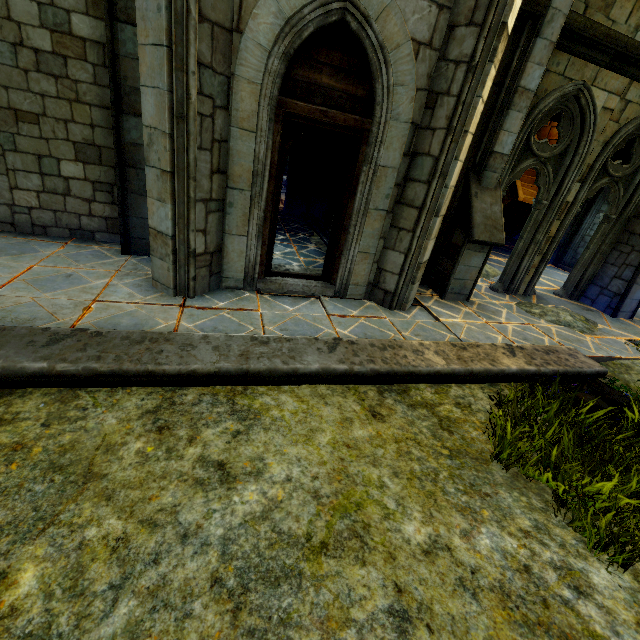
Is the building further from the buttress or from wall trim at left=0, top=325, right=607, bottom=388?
the buttress

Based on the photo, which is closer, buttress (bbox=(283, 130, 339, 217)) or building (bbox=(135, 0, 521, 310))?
building (bbox=(135, 0, 521, 310))

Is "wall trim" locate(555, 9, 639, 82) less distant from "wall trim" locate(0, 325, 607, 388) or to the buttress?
"wall trim" locate(0, 325, 607, 388)

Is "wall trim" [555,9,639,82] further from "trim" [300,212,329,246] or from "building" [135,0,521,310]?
"trim" [300,212,329,246]

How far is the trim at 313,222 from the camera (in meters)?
9.29

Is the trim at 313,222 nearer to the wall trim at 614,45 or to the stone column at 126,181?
the stone column at 126,181

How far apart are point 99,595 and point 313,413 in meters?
2.0

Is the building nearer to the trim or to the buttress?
the trim
